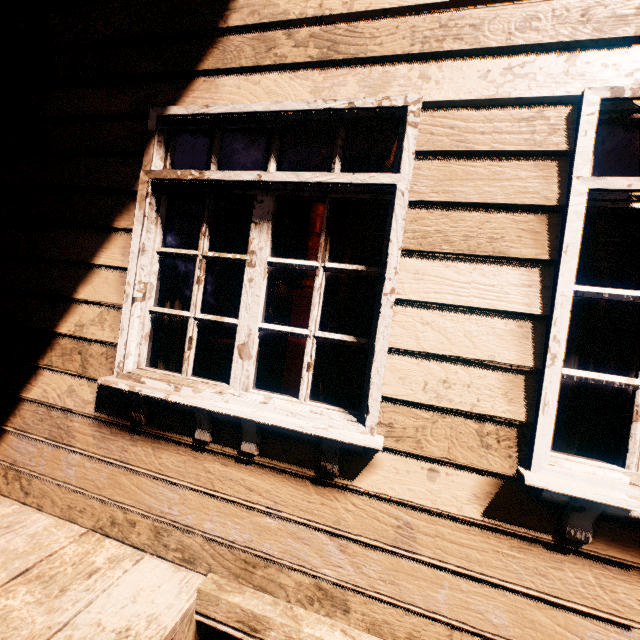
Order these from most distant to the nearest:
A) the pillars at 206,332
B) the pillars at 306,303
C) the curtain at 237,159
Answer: the pillars at 206,332 < the pillars at 306,303 < the curtain at 237,159

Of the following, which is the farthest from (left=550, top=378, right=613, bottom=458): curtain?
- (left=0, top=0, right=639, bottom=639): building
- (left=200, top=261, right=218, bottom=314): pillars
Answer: (left=200, top=261, right=218, bottom=314): pillars

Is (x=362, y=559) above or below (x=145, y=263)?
below

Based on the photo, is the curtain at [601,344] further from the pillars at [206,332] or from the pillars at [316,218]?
the pillars at [206,332]

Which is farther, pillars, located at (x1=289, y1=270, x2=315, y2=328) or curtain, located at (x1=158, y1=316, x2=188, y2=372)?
pillars, located at (x1=289, y1=270, x2=315, y2=328)

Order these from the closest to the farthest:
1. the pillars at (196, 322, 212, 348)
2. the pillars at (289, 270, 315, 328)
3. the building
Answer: the building → the pillars at (289, 270, 315, 328) → the pillars at (196, 322, 212, 348)

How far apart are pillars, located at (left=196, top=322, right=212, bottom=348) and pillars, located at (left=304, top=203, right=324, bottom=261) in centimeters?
587cm
